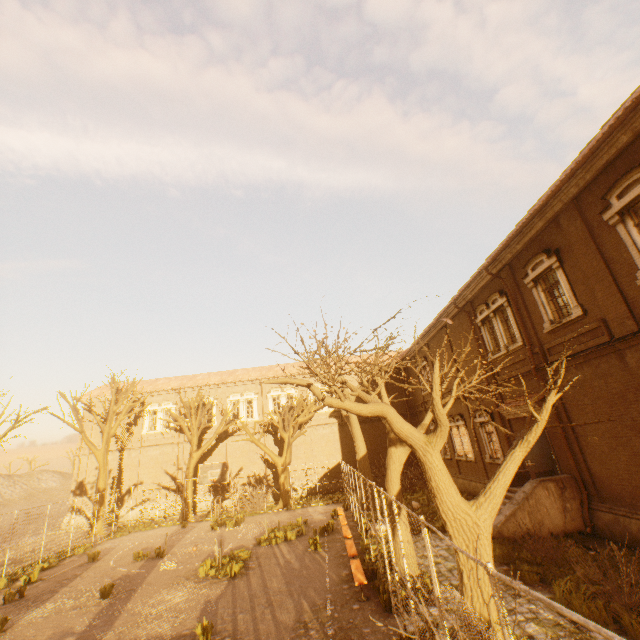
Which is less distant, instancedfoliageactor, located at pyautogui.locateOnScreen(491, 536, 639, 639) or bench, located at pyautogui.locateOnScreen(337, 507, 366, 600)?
instancedfoliageactor, located at pyautogui.locateOnScreen(491, 536, 639, 639)

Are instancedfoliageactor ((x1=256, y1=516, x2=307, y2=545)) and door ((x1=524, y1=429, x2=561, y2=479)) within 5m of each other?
no

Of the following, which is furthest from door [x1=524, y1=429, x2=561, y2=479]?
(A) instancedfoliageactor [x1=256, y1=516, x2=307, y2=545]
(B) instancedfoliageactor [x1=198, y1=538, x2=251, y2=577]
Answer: (B) instancedfoliageactor [x1=198, y1=538, x2=251, y2=577]

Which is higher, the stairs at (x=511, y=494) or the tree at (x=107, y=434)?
the tree at (x=107, y=434)

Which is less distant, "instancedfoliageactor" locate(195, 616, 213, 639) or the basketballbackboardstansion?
"instancedfoliageactor" locate(195, 616, 213, 639)

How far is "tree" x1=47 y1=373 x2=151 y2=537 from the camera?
23.2 meters

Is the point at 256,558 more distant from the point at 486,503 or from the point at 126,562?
the point at 486,503

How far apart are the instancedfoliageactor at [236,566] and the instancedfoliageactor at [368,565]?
4.4m
